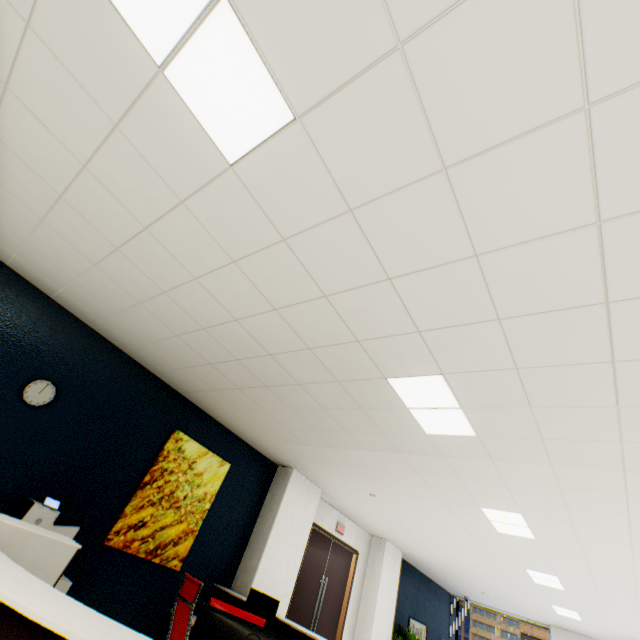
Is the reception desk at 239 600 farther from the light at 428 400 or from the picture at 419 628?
the picture at 419 628

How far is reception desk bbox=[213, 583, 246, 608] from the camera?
4.43m

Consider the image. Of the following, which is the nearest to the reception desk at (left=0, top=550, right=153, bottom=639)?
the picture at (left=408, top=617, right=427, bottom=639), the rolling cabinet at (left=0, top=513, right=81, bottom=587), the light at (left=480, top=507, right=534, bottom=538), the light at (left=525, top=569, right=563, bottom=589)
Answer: the rolling cabinet at (left=0, top=513, right=81, bottom=587)

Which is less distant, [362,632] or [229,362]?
[229,362]

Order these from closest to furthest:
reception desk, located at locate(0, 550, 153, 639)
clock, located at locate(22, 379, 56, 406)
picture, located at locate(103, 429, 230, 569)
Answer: reception desk, located at locate(0, 550, 153, 639) < clock, located at locate(22, 379, 56, 406) < picture, located at locate(103, 429, 230, 569)

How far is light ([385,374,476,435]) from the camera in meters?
2.7 m

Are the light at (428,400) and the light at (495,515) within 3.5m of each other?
yes

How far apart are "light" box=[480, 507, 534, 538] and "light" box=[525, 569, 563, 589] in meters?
2.1 m
